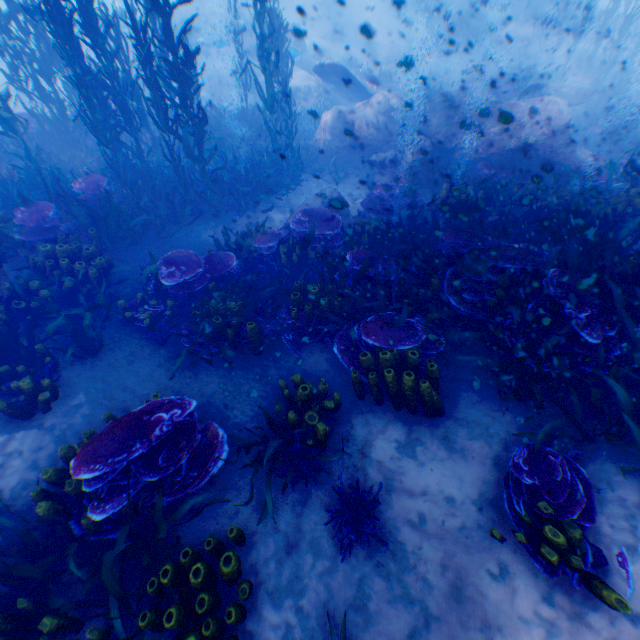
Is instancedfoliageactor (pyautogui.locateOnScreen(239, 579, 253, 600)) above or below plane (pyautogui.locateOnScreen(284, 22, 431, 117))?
below

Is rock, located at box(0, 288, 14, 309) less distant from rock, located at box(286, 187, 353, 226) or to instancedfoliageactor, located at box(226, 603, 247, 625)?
instancedfoliageactor, located at box(226, 603, 247, 625)

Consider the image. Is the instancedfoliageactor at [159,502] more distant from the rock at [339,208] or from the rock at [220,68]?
the rock at [339,208]

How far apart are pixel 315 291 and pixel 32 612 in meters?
4.7

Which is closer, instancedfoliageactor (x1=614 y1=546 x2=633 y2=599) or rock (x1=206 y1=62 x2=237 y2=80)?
instancedfoliageactor (x1=614 y1=546 x2=633 y2=599)

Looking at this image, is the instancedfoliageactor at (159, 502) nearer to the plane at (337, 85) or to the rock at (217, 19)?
the rock at (217, 19)

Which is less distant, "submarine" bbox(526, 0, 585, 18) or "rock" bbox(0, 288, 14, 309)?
"rock" bbox(0, 288, 14, 309)

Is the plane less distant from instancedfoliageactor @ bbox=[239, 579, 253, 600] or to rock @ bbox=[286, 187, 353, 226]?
rock @ bbox=[286, 187, 353, 226]
